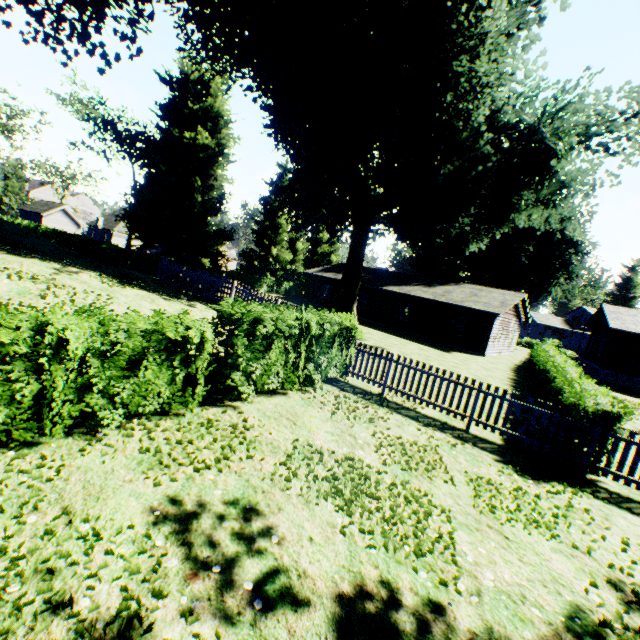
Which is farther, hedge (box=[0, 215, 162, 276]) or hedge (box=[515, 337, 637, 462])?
hedge (box=[0, 215, 162, 276])

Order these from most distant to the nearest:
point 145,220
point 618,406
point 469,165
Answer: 1. point 145,220
2. point 469,165
3. point 618,406

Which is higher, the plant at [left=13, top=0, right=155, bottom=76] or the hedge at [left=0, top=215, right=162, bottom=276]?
the plant at [left=13, top=0, right=155, bottom=76]

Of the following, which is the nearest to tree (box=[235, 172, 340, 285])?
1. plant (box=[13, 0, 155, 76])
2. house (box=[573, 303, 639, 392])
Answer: plant (box=[13, 0, 155, 76])

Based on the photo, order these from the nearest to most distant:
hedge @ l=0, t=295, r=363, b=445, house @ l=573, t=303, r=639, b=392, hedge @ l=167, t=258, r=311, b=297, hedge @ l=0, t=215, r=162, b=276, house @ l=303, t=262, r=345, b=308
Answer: hedge @ l=0, t=295, r=363, b=445, house @ l=573, t=303, r=639, b=392, hedge @ l=0, t=215, r=162, b=276, hedge @ l=167, t=258, r=311, b=297, house @ l=303, t=262, r=345, b=308

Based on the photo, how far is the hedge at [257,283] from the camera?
30.79m

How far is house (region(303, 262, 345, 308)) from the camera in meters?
35.9

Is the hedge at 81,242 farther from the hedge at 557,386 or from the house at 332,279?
the house at 332,279
